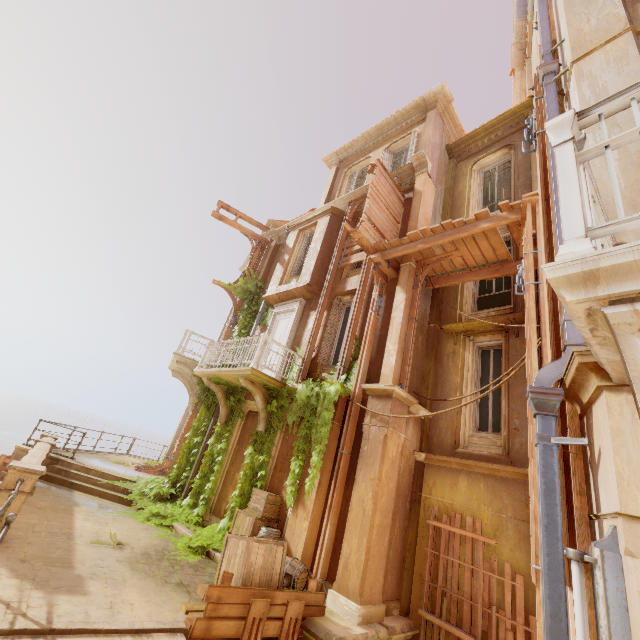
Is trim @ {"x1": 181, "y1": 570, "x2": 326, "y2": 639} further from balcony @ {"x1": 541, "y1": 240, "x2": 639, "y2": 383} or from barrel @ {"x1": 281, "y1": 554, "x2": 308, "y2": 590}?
balcony @ {"x1": 541, "y1": 240, "x2": 639, "y2": 383}

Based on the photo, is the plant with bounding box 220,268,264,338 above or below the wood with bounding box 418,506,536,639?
above

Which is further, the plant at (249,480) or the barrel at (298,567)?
the plant at (249,480)

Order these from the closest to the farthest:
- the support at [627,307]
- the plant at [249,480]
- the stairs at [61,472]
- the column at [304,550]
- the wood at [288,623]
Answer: the support at [627,307] < the wood at [288,623] < the column at [304,550] < the plant at [249,480] < the stairs at [61,472]

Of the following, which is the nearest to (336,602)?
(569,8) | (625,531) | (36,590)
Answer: (36,590)

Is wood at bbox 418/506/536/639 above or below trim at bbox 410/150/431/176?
below

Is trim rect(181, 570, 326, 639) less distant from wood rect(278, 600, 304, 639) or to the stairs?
wood rect(278, 600, 304, 639)

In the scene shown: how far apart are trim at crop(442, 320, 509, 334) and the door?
5.1 meters
